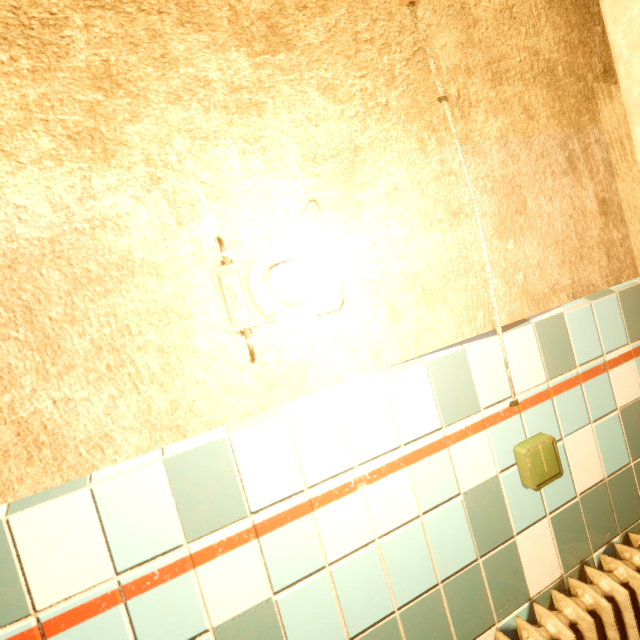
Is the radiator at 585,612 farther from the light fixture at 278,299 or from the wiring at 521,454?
the light fixture at 278,299

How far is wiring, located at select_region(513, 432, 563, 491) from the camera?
1.0 meters

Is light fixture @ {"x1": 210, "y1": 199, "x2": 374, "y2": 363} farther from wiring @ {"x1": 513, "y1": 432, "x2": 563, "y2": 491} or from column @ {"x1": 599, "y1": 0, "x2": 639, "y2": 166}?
column @ {"x1": 599, "y1": 0, "x2": 639, "y2": 166}

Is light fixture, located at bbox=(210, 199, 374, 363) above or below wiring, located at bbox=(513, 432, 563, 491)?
above

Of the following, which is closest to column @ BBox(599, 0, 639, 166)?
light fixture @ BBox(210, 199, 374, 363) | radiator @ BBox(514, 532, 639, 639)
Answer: radiator @ BBox(514, 532, 639, 639)

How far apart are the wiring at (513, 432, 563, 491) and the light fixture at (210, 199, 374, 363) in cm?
80

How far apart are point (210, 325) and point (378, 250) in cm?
53

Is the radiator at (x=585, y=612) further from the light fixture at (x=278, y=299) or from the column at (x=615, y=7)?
the light fixture at (x=278, y=299)
